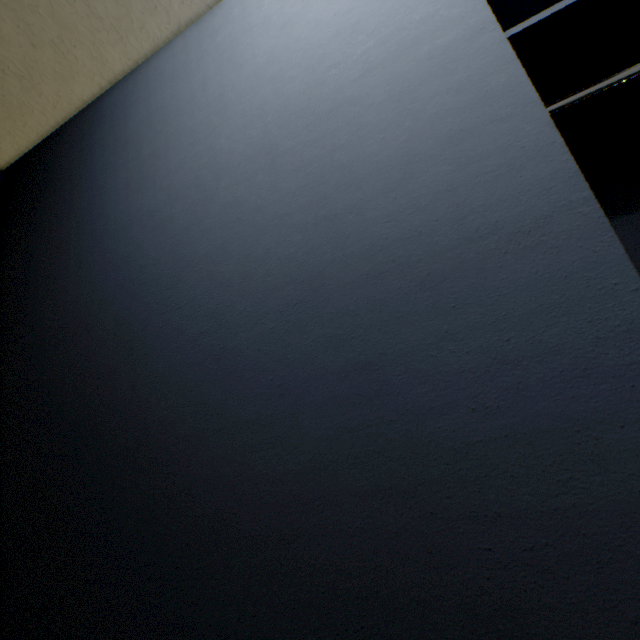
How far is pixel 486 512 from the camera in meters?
0.6
